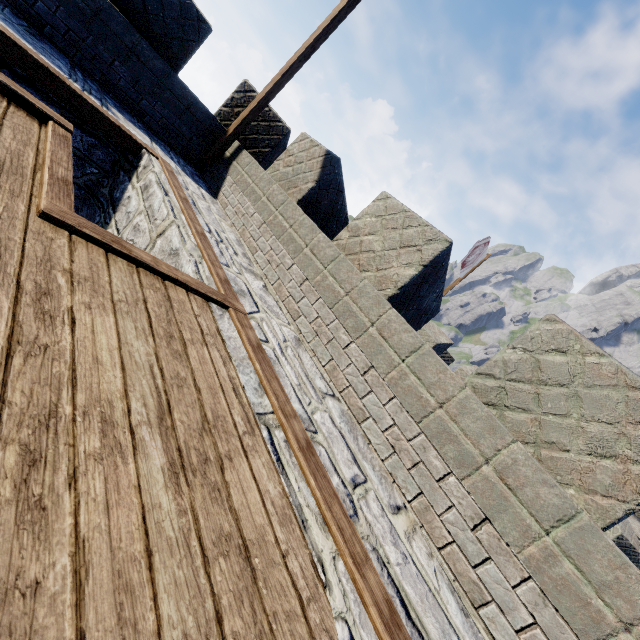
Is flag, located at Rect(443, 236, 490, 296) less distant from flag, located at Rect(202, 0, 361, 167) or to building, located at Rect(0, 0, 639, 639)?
building, located at Rect(0, 0, 639, 639)

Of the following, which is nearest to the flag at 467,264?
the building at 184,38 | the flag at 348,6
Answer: the building at 184,38

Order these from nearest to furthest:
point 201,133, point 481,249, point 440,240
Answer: point 440,240 < point 201,133 < point 481,249

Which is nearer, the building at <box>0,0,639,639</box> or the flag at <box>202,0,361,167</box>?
the building at <box>0,0,639,639</box>

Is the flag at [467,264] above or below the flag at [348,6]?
above

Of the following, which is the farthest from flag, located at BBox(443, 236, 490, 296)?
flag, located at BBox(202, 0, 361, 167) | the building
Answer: flag, located at BBox(202, 0, 361, 167)
